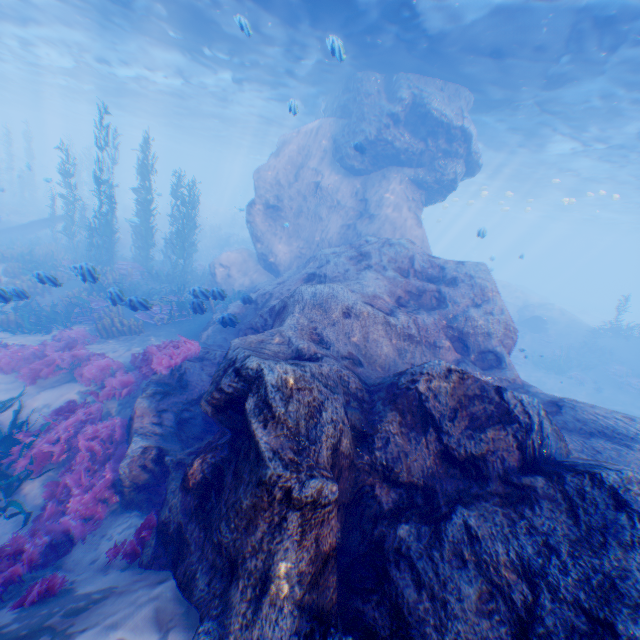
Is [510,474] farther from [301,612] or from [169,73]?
[169,73]

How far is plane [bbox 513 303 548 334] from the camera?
23.34m

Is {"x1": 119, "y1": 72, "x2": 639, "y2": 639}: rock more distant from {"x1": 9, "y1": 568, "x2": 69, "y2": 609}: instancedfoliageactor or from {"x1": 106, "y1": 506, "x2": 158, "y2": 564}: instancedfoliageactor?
{"x1": 9, "y1": 568, "x2": 69, "y2": 609}: instancedfoliageactor

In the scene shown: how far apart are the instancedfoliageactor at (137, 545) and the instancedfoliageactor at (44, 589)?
0.5 meters

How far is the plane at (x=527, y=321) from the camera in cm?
2334

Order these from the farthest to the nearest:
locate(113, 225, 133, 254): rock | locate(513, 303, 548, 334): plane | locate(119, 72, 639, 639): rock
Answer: locate(113, 225, 133, 254): rock → locate(513, 303, 548, 334): plane → locate(119, 72, 639, 639): rock

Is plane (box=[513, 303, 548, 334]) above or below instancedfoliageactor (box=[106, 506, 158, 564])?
above

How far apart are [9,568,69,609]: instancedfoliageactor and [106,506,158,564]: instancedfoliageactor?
0.5 meters
